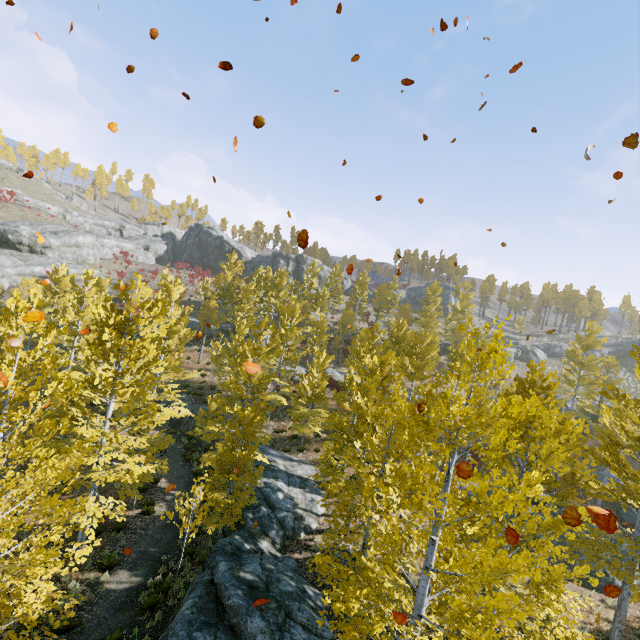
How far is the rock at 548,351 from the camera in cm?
4862

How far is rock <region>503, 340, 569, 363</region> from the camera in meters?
48.6 m

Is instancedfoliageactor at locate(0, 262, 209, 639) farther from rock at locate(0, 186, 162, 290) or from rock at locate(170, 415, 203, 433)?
rock at locate(0, 186, 162, 290)

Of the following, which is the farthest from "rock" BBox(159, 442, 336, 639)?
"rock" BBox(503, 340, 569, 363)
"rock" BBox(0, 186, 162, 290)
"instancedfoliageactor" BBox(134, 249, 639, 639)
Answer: "rock" BBox(503, 340, 569, 363)

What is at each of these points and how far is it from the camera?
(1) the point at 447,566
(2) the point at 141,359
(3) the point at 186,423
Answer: (1) instancedfoliageactor, 7.0m
(2) instancedfoliageactor, 13.1m
(3) rock, 26.7m

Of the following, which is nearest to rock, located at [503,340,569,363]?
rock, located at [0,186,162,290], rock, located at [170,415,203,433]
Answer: rock, located at [170,415,203,433]

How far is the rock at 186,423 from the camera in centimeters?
2616cm

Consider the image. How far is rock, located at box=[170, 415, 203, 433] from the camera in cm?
2616
